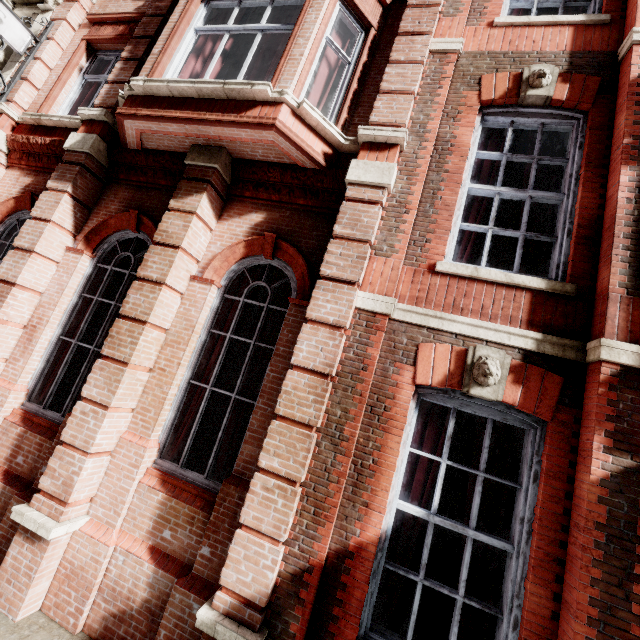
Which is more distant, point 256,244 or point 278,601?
point 256,244
